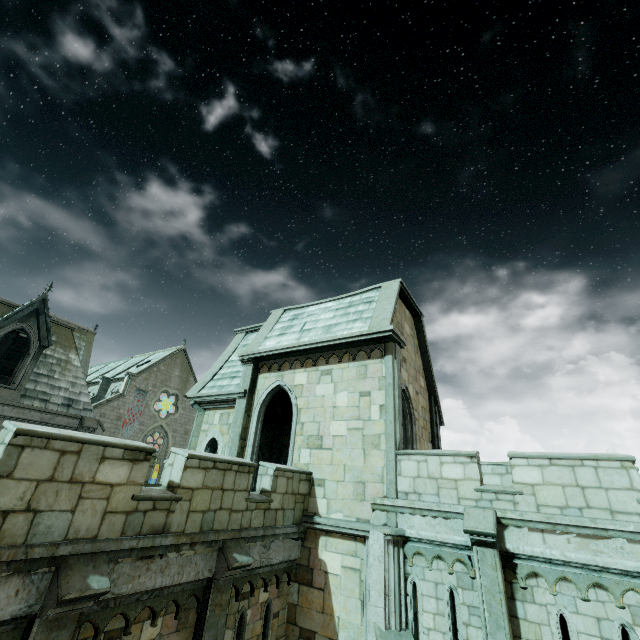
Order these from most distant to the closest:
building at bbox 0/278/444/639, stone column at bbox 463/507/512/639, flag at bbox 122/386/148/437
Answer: flag at bbox 122/386/148/437
stone column at bbox 463/507/512/639
building at bbox 0/278/444/639

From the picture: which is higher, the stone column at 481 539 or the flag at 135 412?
the flag at 135 412

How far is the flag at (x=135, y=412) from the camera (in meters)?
37.28

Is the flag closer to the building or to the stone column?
the building

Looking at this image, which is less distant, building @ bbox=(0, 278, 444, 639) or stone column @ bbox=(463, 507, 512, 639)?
building @ bbox=(0, 278, 444, 639)

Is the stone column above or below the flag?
below

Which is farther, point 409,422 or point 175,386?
point 175,386
